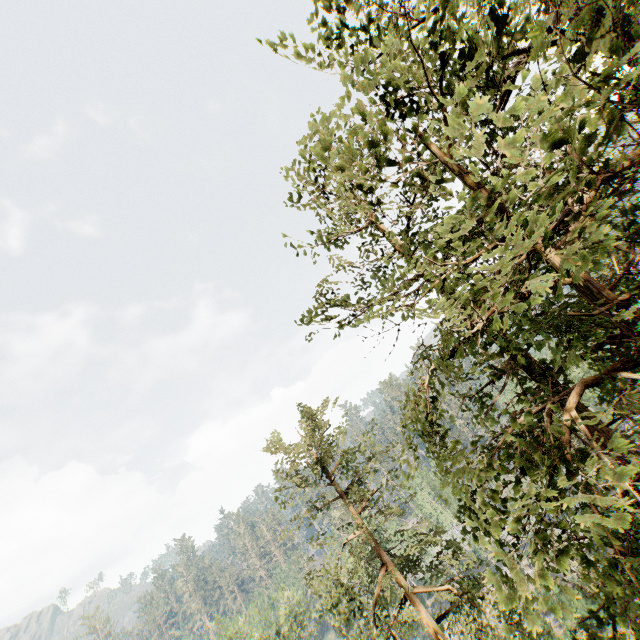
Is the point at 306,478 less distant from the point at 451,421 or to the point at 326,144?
the point at 451,421

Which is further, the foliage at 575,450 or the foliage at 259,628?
the foliage at 259,628

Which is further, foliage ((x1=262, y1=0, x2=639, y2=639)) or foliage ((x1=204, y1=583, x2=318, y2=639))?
foliage ((x1=204, y1=583, x2=318, y2=639))
